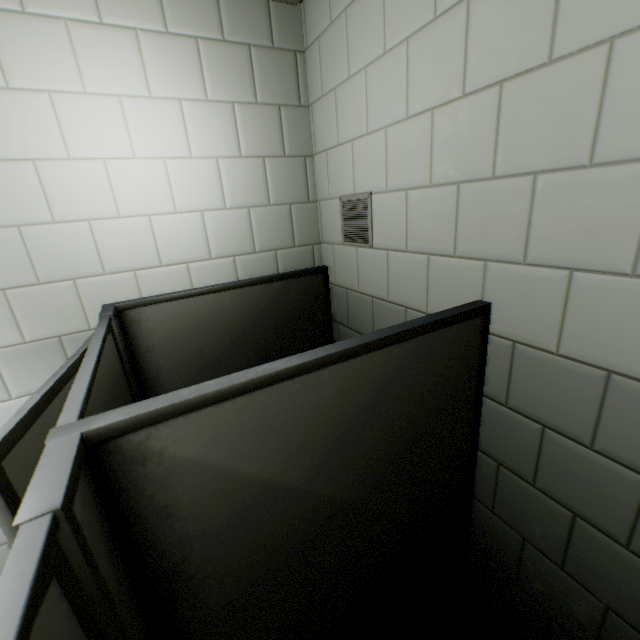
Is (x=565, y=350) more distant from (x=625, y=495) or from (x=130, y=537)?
(x=130, y=537)

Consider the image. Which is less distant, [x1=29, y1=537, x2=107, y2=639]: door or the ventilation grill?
[x1=29, y1=537, x2=107, y2=639]: door

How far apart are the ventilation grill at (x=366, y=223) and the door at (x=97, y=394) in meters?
1.2

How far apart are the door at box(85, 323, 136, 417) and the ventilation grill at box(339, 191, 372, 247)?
1.21m

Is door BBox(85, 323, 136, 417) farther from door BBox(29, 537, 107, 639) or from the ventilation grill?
the ventilation grill

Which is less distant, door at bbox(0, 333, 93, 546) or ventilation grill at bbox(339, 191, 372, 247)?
door at bbox(0, 333, 93, 546)

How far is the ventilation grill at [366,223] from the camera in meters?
1.5 m

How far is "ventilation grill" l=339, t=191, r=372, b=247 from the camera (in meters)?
1.54
